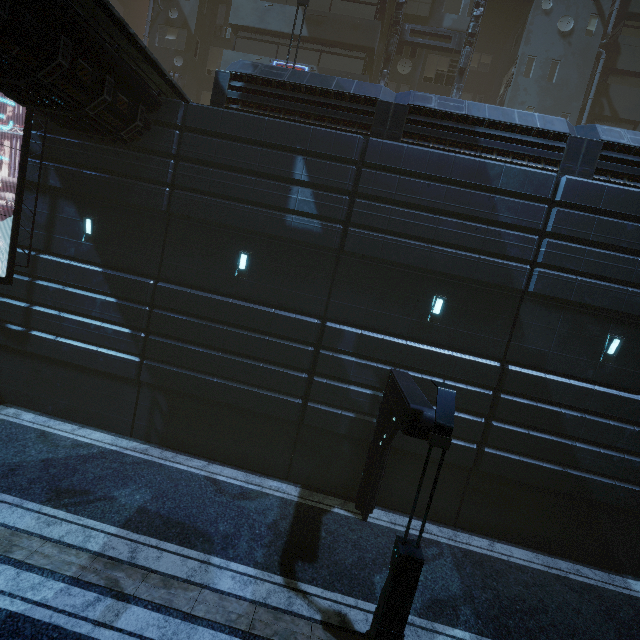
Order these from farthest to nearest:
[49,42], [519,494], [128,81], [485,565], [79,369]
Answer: [79,369], [519,494], [485,565], [128,81], [49,42]

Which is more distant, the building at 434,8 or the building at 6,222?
the building at 434,8

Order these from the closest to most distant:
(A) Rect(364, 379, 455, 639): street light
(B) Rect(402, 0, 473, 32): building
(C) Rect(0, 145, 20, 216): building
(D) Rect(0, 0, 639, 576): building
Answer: (A) Rect(364, 379, 455, 639): street light → (D) Rect(0, 0, 639, 576): building → (C) Rect(0, 145, 20, 216): building → (B) Rect(402, 0, 473, 32): building

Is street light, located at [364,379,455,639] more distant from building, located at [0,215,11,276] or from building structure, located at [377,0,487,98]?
building structure, located at [377,0,487,98]

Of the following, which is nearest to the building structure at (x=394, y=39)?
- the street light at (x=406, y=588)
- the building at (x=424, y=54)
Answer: the building at (x=424, y=54)

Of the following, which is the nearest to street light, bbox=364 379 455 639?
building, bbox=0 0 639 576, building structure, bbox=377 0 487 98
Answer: building, bbox=0 0 639 576

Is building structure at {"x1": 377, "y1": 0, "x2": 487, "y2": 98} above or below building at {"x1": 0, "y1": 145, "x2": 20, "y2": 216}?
above
